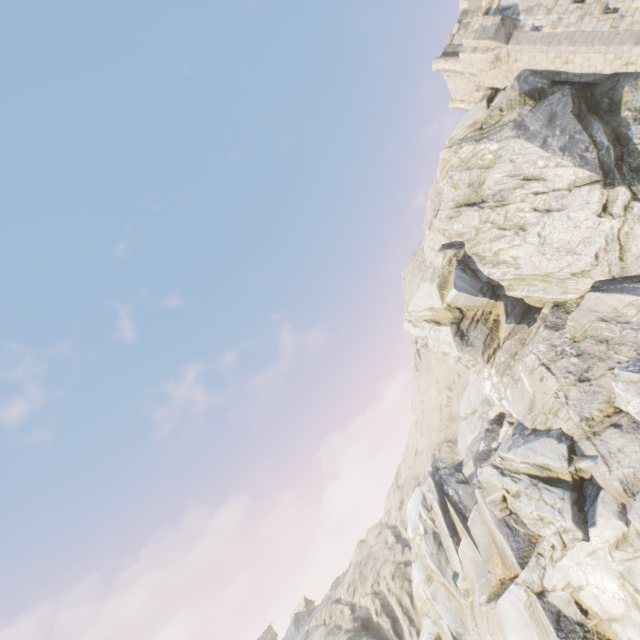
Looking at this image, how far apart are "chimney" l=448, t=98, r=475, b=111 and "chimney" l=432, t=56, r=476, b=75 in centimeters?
474cm

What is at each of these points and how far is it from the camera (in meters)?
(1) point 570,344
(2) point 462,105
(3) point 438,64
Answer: (1) rock, 18.17
(2) chimney, 31.95
(3) chimney, 27.81

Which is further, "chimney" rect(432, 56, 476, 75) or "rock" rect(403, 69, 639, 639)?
"chimney" rect(432, 56, 476, 75)

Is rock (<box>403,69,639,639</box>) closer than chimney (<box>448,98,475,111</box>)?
Yes

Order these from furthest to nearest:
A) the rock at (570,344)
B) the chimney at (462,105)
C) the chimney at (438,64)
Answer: the chimney at (462,105), the chimney at (438,64), the rock at (570,344)

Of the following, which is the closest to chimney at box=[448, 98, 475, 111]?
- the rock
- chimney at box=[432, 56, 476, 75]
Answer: chimney at box=[432, 56, 476, 75]

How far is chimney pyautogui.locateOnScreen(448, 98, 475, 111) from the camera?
31.4 meters

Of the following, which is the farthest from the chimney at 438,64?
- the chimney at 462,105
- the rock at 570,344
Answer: the chimney at 462,105
